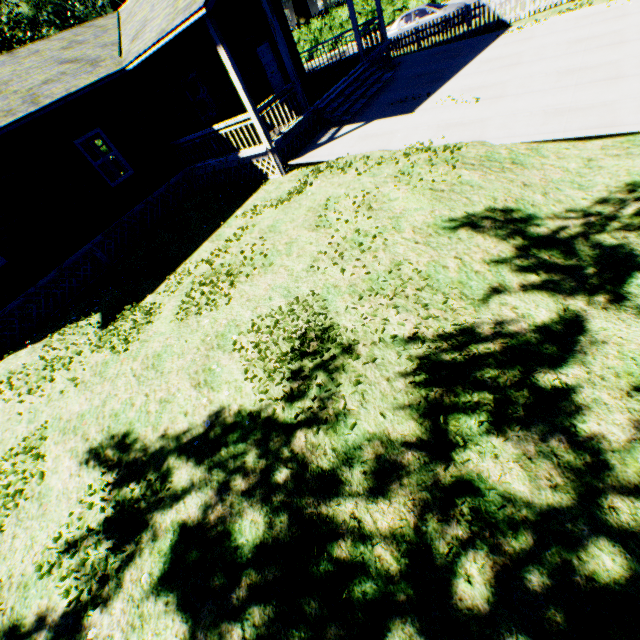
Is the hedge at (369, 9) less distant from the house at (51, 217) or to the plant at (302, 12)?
the plant at (302, 12)

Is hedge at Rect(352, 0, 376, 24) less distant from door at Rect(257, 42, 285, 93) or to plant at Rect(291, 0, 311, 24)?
plant at Rect(291, 0, 311, 24)

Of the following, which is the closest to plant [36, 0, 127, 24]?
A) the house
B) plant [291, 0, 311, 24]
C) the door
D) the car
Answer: plant [291, 0, 311, 24]

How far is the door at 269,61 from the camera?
15.6 meters

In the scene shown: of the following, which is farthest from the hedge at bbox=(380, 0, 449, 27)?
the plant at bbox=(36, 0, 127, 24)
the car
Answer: the car

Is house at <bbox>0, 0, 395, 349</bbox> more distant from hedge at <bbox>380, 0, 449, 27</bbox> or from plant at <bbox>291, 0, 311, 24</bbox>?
plant at <bbox>291, 0, 311, 24</bbox>

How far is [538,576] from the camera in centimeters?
278cm

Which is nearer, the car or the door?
the door
